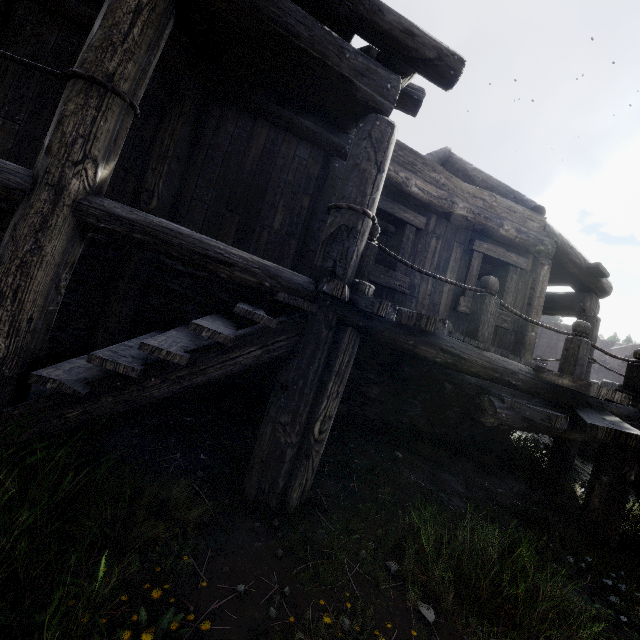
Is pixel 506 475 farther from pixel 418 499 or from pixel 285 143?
pixel 285 143
